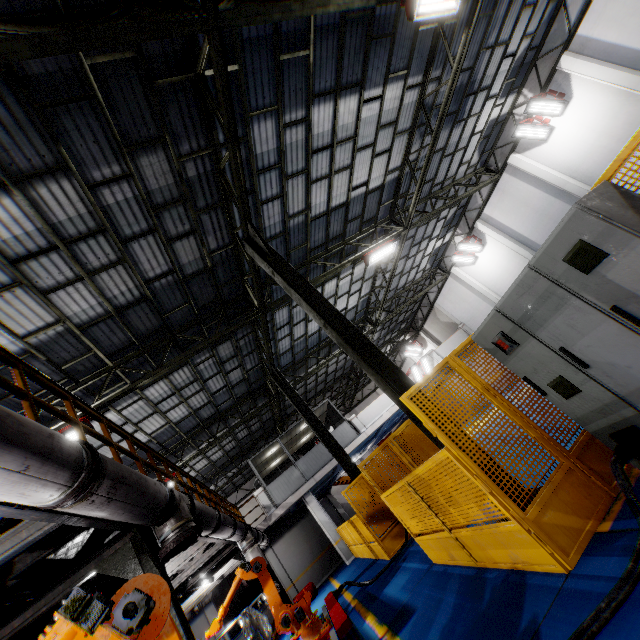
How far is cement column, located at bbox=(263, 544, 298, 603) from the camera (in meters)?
17.98

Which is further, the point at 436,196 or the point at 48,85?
the point at 436,196

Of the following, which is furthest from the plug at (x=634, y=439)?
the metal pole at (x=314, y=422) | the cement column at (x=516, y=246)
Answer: the cement column at (x=516, y=246)

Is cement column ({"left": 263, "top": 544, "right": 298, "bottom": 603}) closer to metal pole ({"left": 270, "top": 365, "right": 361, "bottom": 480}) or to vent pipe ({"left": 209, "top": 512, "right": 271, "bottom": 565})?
vent pipe ({"left": 209, "top": 512, "right": 271, "bottom": 565})

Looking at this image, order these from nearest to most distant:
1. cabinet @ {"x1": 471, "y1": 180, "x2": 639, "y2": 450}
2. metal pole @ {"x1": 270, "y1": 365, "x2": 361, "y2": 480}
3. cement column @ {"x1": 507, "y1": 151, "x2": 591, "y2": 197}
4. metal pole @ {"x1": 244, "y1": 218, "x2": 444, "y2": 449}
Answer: cabinet @ {"x1": 471, "y1": 180, "x2": 639, "y2": 450} → metal pole @ {"x1": 244, "y1": 218, "x2": 444, "y2": 449} → metal pole @ {"x1": 270, "y1": 365, "x2": 361, "y2": 480} → cement column @ {"x1": 507, "y1": 151, "x2": 591, "y2": 197}

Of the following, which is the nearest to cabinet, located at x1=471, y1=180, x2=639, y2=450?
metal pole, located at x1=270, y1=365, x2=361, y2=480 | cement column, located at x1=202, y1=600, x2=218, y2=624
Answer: metal pole, located at x1=270, y1=365, x2=361, y2=480

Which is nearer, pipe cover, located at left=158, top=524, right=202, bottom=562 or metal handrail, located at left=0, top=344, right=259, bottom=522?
metal handrail, located at left=0, top=344, right=259, bottom=522

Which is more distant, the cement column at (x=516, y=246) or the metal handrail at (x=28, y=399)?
the cement column at (x=516, y=246)
